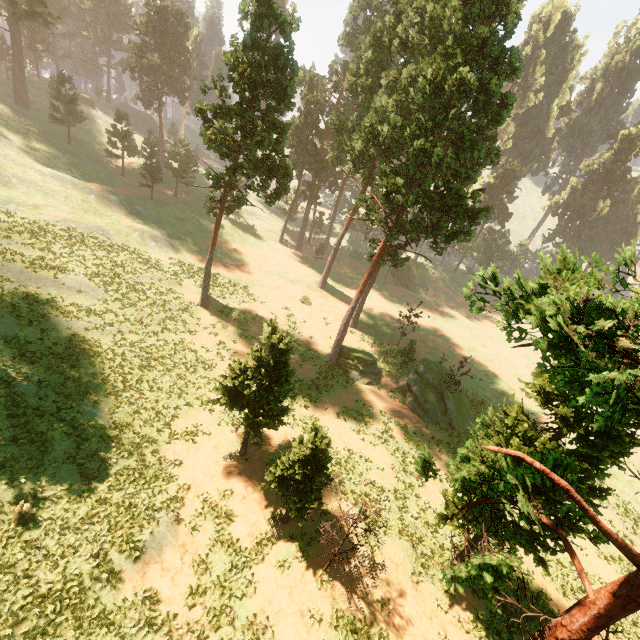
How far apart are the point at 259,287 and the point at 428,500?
28.9m

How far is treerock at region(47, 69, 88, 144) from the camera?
43.0m

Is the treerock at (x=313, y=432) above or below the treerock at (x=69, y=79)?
below

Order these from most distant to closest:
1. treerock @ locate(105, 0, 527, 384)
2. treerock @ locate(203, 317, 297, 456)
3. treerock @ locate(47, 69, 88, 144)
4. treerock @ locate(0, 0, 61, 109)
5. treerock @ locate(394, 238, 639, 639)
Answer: treerock @ locate(47, 69, 88, 144) < treerock @ locate(0, 0, 61, 109) < treerock @ locate(105, 0, 527, 384) < treerock @ locate(203, 317, 297, 456) < treerock @ locate(394, 238, 639, 639)

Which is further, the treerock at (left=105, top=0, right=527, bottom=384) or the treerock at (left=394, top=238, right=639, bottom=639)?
the treerock at (left=105, top=0, right=527, bottom=384)
